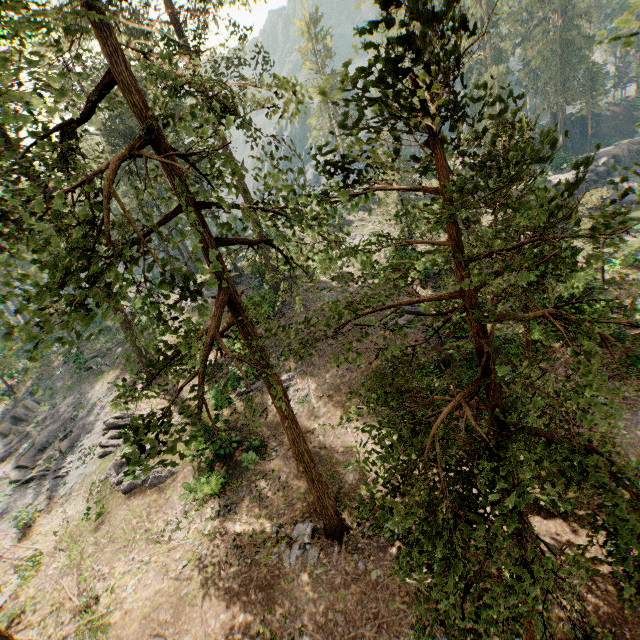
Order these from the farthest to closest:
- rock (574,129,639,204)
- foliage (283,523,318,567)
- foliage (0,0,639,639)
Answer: rock (574,129,639,204) < foliage (283,523,318,567) < foliage (0,0,639,639)

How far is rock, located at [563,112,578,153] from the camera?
58.5m

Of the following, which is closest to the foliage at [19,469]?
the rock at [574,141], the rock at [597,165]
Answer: the rock at [574,141]

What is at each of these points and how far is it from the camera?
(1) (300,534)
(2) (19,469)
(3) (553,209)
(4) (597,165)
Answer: (1) foliage, 14.6 meters
(2) foliage, 24.6 meters
(3) foliage, 3.0 meters
(4) rock, 44.0 meters

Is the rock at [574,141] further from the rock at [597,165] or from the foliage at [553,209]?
the rock at [597,165]

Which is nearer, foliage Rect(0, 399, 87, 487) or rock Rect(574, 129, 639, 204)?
foliage Rect(0, 399, 87, 487)

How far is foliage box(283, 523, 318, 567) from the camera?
13.8 meters

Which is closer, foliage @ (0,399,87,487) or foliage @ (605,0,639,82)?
foliage @ (605,0,639,82)
